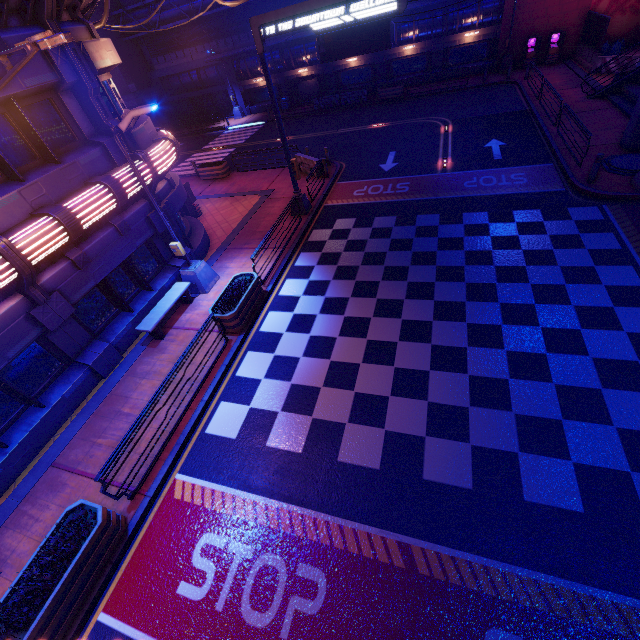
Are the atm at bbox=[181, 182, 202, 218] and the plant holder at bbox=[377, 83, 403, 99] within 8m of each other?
no

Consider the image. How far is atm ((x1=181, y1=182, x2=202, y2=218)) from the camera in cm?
1711

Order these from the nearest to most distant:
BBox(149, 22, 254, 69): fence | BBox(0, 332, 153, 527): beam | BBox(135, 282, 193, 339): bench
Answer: BBox(0, 332, 153, 527): beam → BBox(135, 282, 193, 339): bench → BBox(149, 22, 254, 69): fence

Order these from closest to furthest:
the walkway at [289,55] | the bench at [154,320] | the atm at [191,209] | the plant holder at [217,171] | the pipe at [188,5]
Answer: the bench at [154,320] → the atm at [191,209] → the plant holder at [217,171] → the pipe at [188,5] → the walkway at [289,55]

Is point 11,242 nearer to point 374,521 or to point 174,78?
point 374,521

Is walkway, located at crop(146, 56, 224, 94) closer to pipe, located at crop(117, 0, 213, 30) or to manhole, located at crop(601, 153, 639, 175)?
pipe, located at crop(117, 0, 213, 30)

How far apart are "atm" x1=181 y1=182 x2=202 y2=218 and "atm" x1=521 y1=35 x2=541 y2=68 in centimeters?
2871cm

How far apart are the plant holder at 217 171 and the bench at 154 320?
12.9 meters
